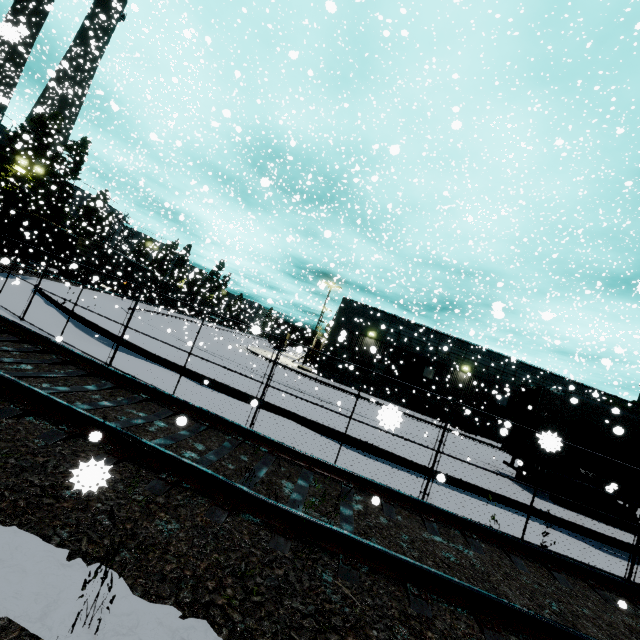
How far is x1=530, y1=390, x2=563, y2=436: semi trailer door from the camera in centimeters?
1091cm

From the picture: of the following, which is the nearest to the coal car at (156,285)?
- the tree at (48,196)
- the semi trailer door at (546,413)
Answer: the semi trailer door at (546,413)

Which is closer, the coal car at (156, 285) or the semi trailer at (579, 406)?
the semi trailer at (579, 406)

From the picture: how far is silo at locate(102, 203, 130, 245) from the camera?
44.21m

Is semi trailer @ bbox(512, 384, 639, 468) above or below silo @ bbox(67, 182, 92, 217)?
below

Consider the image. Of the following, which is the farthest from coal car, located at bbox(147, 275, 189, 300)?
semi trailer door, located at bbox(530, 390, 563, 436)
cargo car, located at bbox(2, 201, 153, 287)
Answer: semi trailer door, located at bbox(530, 390, 563, 436)

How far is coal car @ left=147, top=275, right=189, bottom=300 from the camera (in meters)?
47.75

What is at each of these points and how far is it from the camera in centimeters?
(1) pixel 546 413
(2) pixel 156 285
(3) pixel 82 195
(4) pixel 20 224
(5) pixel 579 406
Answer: (1) semi trailer door, 1142cm
(2) coal car, 4806cm
(3) silo, 5166cm
(4) cargo car, 2989cm
(5) semi trailer, 1076cm
